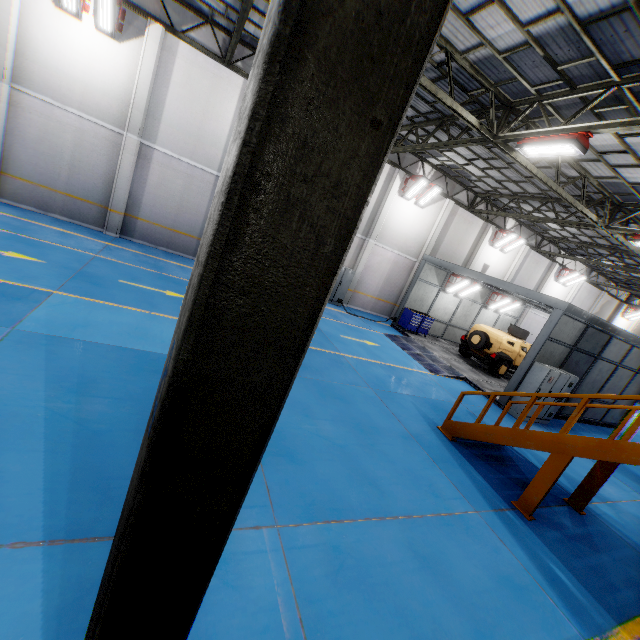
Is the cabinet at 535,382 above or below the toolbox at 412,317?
above

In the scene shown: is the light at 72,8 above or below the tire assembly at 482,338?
above

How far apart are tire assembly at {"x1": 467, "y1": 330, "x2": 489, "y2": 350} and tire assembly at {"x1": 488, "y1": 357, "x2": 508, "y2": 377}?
0.71m

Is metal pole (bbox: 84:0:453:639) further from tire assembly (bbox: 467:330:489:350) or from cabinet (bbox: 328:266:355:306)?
tire assembly (bbox: 467:330:489:350)

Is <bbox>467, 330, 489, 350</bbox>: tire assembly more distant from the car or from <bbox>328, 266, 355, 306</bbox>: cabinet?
<bbox>328, 266, 355, 306</bbox>: cabinet

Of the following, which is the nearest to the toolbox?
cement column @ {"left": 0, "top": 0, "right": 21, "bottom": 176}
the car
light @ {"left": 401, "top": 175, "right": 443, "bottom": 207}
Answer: the car

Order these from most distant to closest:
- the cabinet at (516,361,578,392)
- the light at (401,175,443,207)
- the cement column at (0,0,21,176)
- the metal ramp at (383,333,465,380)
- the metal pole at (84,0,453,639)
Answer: the light at (401,175,443,207) < the metal ramp at (383,333,465,380) < the cabinet at (516,361,578,392) < the cement column at (0,0,21,176) < the metal pole at (84,0,453,639)

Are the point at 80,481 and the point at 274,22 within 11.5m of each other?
yes
